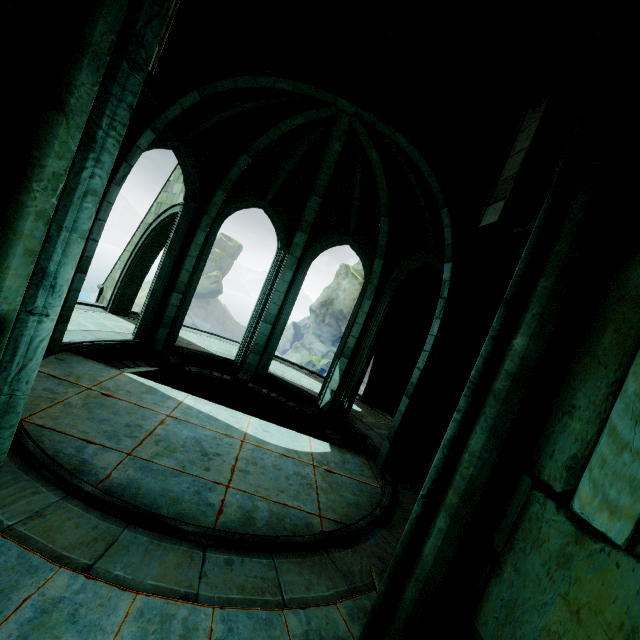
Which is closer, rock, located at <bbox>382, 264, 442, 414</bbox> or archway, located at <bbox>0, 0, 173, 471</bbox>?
archway, located at <bbox>0, 0, 173, 471</bbox>

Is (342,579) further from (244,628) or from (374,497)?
(374,497)

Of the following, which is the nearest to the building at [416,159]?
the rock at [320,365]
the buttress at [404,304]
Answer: the buttress at [404,304]

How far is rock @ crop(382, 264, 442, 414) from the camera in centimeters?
1215cm

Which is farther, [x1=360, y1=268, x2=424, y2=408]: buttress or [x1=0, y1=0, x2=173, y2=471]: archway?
[x1=360, y1=268, x2=424, y2=408]: buttress

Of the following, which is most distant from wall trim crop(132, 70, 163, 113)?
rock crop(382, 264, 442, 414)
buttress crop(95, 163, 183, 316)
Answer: rock crop(382, 264, 442, 414)

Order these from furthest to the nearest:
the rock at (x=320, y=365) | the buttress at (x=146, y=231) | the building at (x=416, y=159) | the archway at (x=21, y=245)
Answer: the rock at (x=320, y=365), the buttress at (x=146, y=231), the building at (x=416, y=159), the archway at (x=21, y=245)

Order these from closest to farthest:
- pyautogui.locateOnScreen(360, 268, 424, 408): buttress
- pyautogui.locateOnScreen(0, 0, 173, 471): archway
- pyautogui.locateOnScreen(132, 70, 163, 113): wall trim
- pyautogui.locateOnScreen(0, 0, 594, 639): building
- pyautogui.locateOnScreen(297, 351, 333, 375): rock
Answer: pyautogui.locateOnScreen(0, 0, 173, 471): archway, pyautogui.locateOnScreen(0, 0, 594, 639): building, pyautogui.locateOnScreen(132, 70, 163, 113): wall trim, pyautogui.locateOnScreen(360, 268, 424, 408): buttress, pyautogui.locateOnScreen(297, 351, 333, 375): rock
